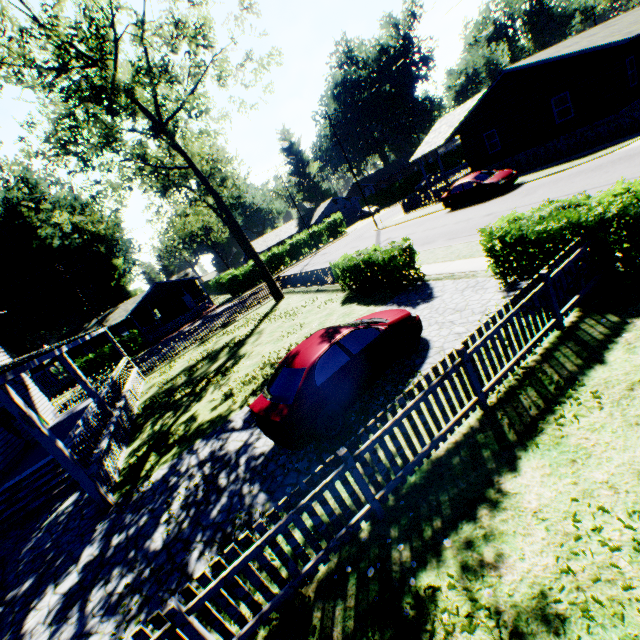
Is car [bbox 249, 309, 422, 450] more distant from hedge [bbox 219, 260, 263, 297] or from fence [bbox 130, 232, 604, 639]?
hedge [bbox 219, 260, 263, 297]

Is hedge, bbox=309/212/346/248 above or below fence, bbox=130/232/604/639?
above

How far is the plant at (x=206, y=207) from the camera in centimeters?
5131cm

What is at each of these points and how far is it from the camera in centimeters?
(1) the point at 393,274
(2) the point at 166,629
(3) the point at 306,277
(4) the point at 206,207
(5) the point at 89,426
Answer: (1) hedge, 1242cm
(2) fence, 348cm
(3) fence, 2259cm
(4) plant, 5222cm
(5) house, 1061cm

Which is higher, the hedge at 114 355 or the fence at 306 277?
the hedge at 114 355

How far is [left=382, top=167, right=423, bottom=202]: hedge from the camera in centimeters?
5250cm

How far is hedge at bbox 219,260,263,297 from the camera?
41.66m
